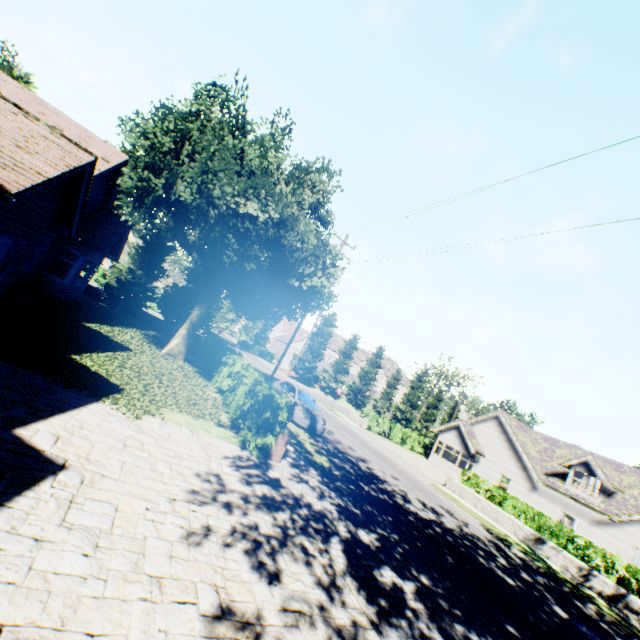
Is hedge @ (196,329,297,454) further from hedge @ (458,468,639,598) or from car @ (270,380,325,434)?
hedge @ (458,468,639,598)

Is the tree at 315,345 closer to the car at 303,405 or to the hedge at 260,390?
the hedge at 260,390

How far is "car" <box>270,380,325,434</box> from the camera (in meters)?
15.38

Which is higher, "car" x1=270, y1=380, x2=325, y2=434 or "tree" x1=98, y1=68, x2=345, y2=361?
"tree" x1=98, y1=68, x2=345, y2=361

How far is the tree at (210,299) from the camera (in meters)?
12.34

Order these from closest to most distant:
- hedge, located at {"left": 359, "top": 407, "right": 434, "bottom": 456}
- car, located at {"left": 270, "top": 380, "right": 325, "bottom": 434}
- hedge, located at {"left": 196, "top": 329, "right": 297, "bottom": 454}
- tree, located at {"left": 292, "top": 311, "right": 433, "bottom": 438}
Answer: hedge, located at {"left": 196, "top": 329, "right": 297, "bottom": 454} < car, located at {"left": 270, "top": 380, "right": 325, "bottom": 434} < hedge, located at {"left": 359, "top": 407, "right": 434, "bottom": 456} < tree, located at {"left": 292, "top": 311, "right": 433, "bottom": 438}

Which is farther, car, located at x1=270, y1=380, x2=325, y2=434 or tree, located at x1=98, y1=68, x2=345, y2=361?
car, located at x1=270, y1=380, x2=325, y2=434

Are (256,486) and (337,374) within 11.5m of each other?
no
